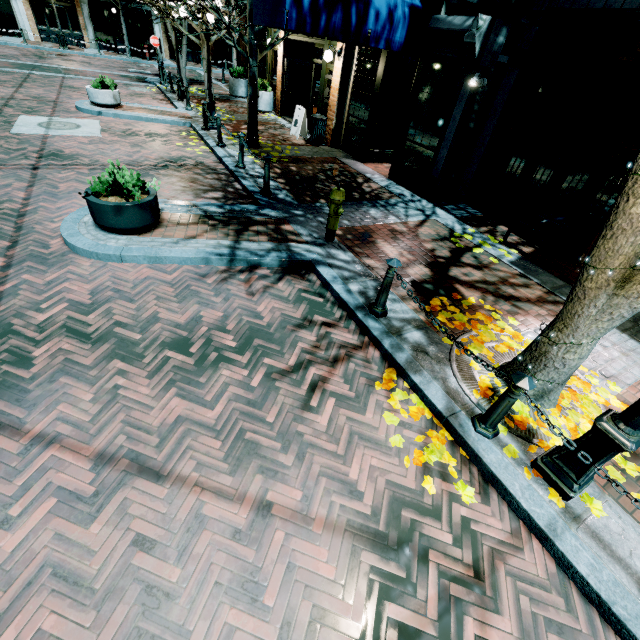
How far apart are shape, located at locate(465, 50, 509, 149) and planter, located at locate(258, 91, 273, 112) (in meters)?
9.42

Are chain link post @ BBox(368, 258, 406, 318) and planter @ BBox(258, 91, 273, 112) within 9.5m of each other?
no

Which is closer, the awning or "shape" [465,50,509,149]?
the awning

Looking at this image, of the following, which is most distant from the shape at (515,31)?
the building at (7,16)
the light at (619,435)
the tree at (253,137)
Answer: the building at (7,16)

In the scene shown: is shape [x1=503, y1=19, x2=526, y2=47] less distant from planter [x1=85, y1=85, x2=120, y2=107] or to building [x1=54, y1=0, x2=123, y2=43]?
planter [x1=85, y1=85, x2=120, y2=107]

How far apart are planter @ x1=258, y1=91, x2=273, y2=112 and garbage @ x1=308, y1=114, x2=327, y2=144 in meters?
4.8 m

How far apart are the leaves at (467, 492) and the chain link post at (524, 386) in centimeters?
27cm

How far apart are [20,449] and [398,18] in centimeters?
1002cm
